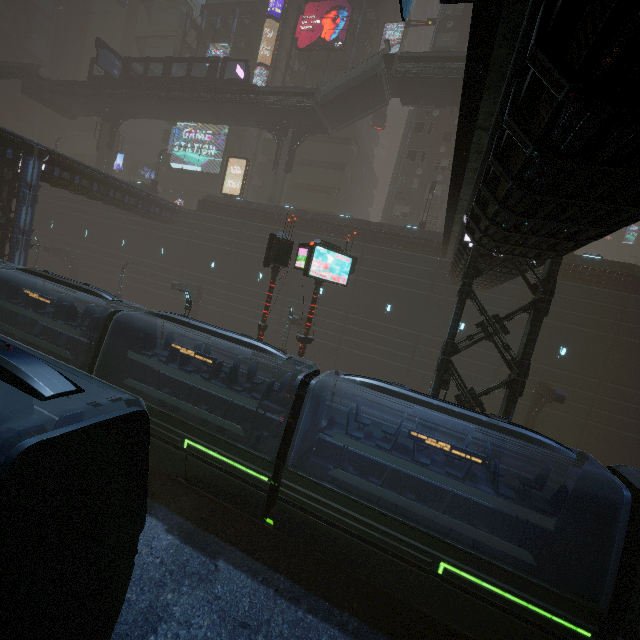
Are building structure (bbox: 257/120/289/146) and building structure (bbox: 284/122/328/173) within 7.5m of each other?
yes

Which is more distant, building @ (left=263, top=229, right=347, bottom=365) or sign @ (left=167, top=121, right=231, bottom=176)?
sign @ (left=167, top=121, right=231, bottom=176)

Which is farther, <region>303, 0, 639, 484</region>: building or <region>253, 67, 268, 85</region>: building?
<region>253, 67, 268, 85</region>: building

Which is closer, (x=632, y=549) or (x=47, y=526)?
(x=47, y=526)

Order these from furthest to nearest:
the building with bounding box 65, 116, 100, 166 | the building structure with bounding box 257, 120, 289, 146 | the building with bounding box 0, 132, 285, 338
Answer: the building with bounding box 65, 116, 100, 166, the building structure with bounding box 257, 120, 289, 146, the building with bounding box 0, 132, 285, 338

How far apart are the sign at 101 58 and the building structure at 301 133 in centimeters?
2104cm

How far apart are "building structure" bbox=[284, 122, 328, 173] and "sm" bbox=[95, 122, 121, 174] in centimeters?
2574cm

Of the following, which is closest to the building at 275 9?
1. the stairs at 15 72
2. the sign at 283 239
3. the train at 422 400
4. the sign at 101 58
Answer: the sign at 283 239
